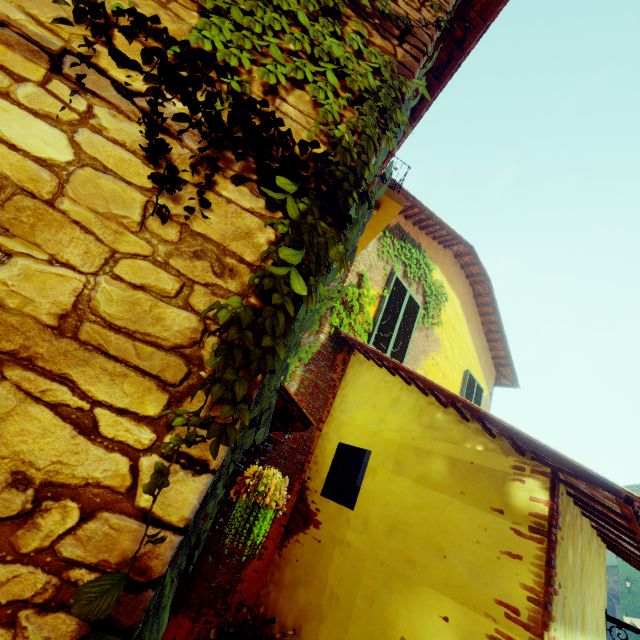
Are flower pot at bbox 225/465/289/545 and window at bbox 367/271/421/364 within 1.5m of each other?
no

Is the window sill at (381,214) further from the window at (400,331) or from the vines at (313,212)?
the window at (400,331)

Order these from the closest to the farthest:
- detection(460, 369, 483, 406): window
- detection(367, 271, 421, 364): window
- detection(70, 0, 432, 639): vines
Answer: detection(70, 0, 432, 639): vines < detection(367, 271, 421, 364): window < detection(460, 369, 483, 406): window

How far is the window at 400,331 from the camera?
5.63m

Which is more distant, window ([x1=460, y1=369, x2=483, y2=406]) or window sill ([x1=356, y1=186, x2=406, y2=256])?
window ([x1=460, y1=369, x2=483, y2=406])

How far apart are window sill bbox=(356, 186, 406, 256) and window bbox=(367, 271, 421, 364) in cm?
180

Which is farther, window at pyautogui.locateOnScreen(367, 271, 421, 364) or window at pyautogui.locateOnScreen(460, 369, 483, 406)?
window at pyautogui.locateOnScreen(460, 369, 483, 406)

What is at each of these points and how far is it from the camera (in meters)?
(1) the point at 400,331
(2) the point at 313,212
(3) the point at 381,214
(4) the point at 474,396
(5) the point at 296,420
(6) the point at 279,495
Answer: (1) window, 6.09
(2) vines, 1.33
(3) window sill, 2.80
(4) window, 8.20
(5) door eaves, 2.79
(6) flower pot, 2.56
